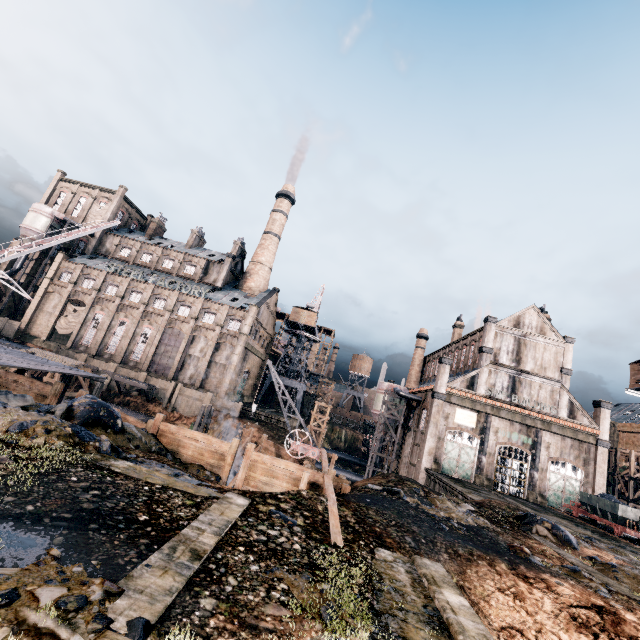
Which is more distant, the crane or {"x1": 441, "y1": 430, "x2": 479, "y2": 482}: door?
{"x1": 441, "y1": 430, "x2": 479, "y2": 482}: door

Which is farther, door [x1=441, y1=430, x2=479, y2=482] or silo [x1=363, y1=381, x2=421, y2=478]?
silo [x1=363, y1=381, x2=421, y2=478]

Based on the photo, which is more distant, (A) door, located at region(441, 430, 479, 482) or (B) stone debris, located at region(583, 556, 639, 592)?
(A) door, located at region(441, 430, 479, 482)

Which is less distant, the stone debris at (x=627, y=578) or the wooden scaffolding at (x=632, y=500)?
the stone debris at (x=627, y=578)

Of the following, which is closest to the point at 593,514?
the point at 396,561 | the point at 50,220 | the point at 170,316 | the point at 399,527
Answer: the point at 399,527

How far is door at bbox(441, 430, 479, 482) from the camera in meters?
37.4

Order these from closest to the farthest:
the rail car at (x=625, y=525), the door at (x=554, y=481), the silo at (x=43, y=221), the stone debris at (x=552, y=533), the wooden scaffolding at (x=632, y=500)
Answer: the stone debris at (x=552, y=533), the rail car at (x=625, y=525), the door at (x=554, y=481), the wooden scaffolding at (x=632, y=500), the silo at (x=43, y=221)

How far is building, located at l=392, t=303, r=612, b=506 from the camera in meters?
37.4
